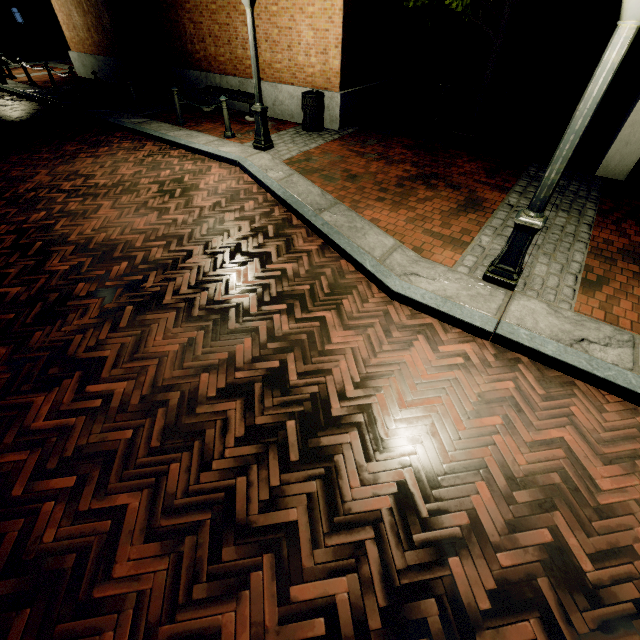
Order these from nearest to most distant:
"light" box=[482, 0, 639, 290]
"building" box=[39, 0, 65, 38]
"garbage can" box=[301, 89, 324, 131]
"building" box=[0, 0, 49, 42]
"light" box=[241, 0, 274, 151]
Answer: "light" box=[482, 0, 639, 290] → "light" box=[241, 0, 274, 151] → "garbage can" box=[301, 89, 324, 131] → "building" box=[0, 0, 49, 42] → "building" box=[39, 0, 65, 38]

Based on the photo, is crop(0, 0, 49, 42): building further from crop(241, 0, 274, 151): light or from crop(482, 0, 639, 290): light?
crop(482, 0, 639, 290): light

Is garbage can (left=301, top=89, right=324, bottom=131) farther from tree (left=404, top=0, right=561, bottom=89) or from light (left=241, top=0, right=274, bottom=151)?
tree (left=404, top=0, right=561, bottom=89)

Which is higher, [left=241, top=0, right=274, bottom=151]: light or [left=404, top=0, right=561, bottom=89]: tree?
[left=404, top=0, right=561, bottom=89]: tree

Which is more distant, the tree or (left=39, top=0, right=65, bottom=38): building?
(left=39, top=0, right=65, bottom=38): building

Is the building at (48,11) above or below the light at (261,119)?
above

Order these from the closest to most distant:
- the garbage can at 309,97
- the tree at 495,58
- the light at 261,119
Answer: the light at 261,119, the tree at 495,58, the garbage can at 309,97

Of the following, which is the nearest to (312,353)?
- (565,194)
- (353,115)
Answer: (565,194)
